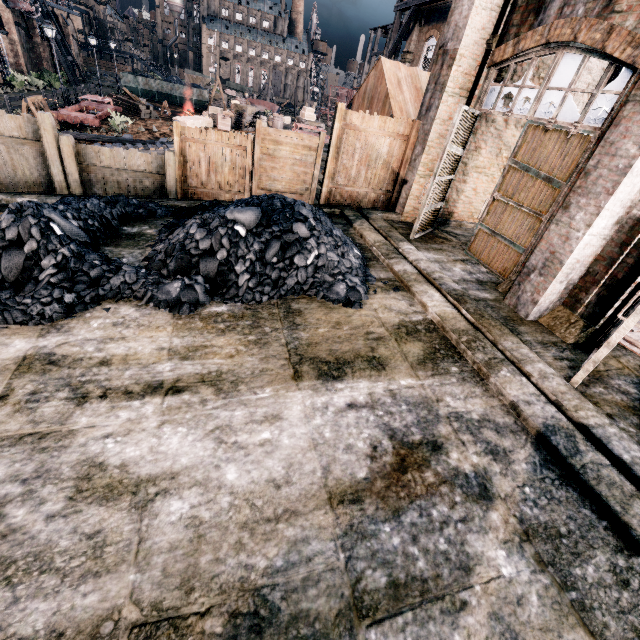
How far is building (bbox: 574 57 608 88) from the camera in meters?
10.2 m

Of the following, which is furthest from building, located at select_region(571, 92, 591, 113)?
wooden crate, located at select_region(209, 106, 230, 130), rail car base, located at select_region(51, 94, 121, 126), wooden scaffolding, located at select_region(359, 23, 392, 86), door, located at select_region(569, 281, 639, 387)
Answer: wooden scaffolding, located at select_region(359, 23, 392, 86)

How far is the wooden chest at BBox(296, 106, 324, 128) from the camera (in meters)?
34.75

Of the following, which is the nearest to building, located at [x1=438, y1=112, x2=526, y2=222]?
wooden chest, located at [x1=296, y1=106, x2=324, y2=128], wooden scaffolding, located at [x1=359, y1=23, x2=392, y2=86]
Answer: wooden chest, located at [x1=296, y1=106, x2=324, y2=128]

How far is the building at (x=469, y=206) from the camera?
10.6m

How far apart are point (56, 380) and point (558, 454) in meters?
6.6 m

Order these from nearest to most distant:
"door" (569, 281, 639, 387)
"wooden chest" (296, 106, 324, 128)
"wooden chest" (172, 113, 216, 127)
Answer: "door" (569, 281, 639, 387), "wooden chest" (172, 113, 216, 127), "wooden chest" (296, 106, 324, 128)

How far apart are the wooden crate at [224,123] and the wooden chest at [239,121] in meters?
0.2 m
